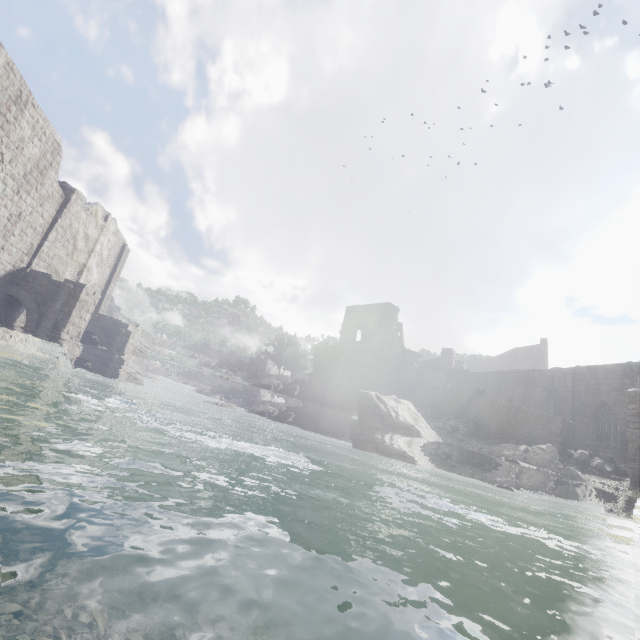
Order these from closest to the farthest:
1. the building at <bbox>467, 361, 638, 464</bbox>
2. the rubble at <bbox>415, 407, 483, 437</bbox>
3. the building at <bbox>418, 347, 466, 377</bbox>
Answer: the rubble at <bbox>415, 407, 483, 437</bbox>, the building at <bbox>467, 361, 638, 464</bbox>, the building at <bbox>418, 347, 466, 377</bbox>

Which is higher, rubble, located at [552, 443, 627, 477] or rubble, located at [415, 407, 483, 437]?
rubble, located at [415, 407, 483, 437]

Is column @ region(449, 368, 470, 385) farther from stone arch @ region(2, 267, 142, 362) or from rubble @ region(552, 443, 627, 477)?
stone arch @ region(2, 267, 142, 362)

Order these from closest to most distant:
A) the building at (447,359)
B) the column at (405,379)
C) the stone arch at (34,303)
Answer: the stone arch at (34,303)
the column at (405,379)
the building at (447,359)

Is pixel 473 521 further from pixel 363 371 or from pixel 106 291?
pixel 106 291

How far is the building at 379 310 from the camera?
31.5m

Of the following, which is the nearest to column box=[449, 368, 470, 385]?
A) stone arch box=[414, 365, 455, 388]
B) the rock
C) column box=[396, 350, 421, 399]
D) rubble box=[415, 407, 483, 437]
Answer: stone arch box=[414, 365, 455, 388]

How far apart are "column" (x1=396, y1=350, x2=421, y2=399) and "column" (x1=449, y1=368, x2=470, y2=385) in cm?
470
